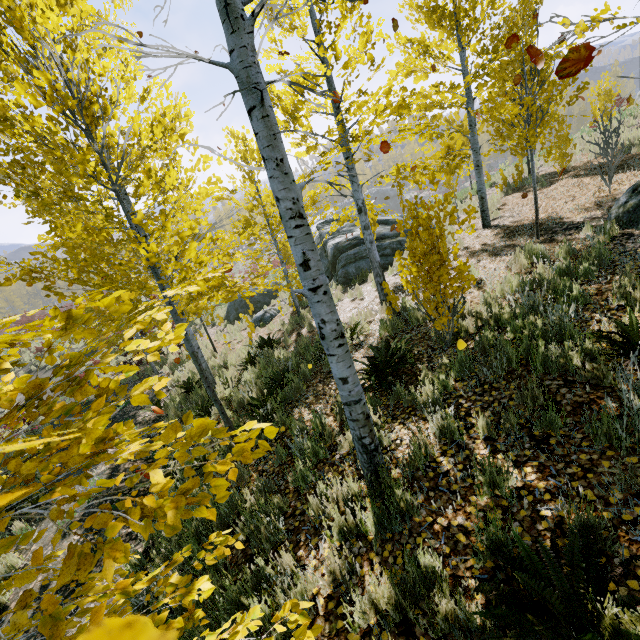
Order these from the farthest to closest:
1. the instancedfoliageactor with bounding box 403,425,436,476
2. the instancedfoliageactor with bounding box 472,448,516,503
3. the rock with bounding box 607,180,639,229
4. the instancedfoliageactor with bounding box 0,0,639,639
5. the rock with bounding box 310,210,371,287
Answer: the rock with bounding box 310,210,371,287, the rock with bounding box 607,180,639,229, the instancedfoliageactor with bounding box 403,425,436,476, the instancedfoliageactor with bounding box 472,448,516,503, the instancedfoliageactor with bounding box 0,0,639,639

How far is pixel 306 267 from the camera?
2.5m

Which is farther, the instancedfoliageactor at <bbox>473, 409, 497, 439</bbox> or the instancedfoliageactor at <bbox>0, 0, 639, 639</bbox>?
the instancedfoliageactor at <bbox>473, 409, 497, 439</bbox>

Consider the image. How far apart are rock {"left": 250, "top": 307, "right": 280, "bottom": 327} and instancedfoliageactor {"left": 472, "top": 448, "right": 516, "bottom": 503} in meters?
12.2

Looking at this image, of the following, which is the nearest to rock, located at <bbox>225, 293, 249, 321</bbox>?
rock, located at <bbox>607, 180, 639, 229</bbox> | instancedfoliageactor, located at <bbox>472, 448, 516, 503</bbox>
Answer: rock, located at <bbox>607, 180, 639, 229</bbox>

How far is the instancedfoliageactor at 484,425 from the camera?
3.2m

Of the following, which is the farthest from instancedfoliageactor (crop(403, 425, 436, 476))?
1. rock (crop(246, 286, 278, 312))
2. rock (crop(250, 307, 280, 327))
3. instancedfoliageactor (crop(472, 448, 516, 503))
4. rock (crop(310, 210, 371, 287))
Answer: rock (crop(246, 286, 278, 312))

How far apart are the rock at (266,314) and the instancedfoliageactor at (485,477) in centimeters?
1219cm
